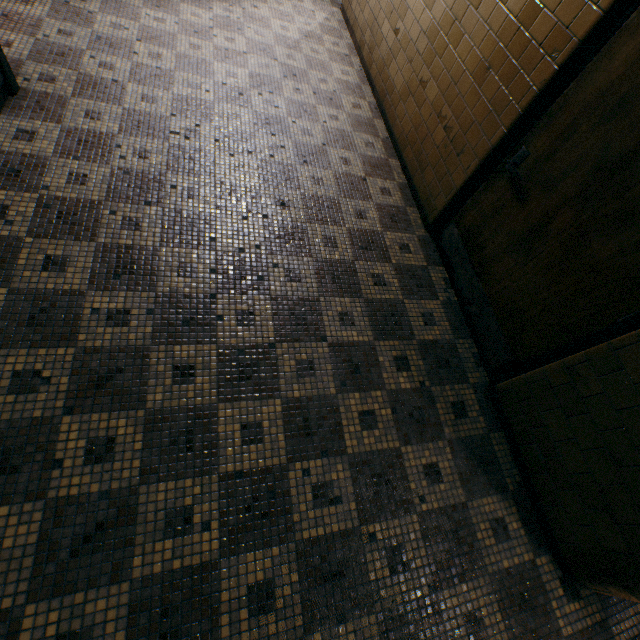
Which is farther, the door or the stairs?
the stairs

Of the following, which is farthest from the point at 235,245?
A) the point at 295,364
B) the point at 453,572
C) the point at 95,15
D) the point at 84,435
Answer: the point at 95,15

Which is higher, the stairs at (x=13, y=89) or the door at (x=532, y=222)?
the door at (x=532, y=222)

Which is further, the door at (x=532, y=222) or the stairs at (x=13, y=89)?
the stairs at (x=13, y=89)

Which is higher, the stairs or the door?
the door
